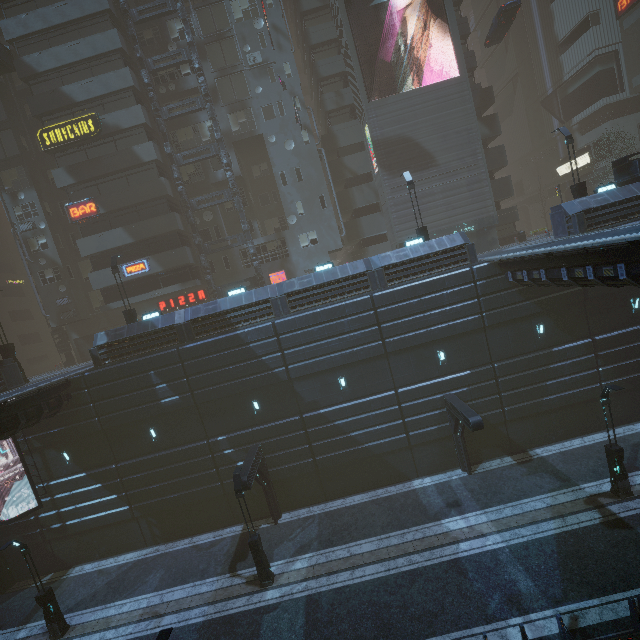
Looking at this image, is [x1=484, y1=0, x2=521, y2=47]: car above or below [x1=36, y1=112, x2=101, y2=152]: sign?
above

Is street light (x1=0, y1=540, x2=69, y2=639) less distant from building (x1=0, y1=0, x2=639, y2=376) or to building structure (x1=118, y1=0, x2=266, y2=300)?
building (x1=0, y1=0, x2=639, y2=376)

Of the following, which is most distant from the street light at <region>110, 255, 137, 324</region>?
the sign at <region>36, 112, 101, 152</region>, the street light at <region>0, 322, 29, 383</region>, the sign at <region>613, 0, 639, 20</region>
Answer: the sign at <region>613, 0, 639, 20</region>

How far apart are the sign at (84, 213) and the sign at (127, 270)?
4.4 meters

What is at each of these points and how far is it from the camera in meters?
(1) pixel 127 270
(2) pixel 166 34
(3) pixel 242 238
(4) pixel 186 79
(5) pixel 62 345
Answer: (1) sign, 28.0
(2) building, 28.8
(3) building structure, 28.9
(4) building, 29.2
(5) building structure, 31.9

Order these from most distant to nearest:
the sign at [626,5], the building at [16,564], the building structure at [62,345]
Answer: the sign at [626,5] < the building structure at [62,345] < the building at [16,564]

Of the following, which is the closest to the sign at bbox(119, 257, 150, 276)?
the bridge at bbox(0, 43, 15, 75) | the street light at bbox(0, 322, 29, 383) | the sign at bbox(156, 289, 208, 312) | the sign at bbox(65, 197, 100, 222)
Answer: the sign at bbox(156, 289, 208, 312)

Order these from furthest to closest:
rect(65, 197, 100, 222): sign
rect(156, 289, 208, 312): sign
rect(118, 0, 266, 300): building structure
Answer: rect(156, 289, 208, 312): sign
rect(65, 197, 100, 222): sign
rect(118, 0, 266, 300): building structure
